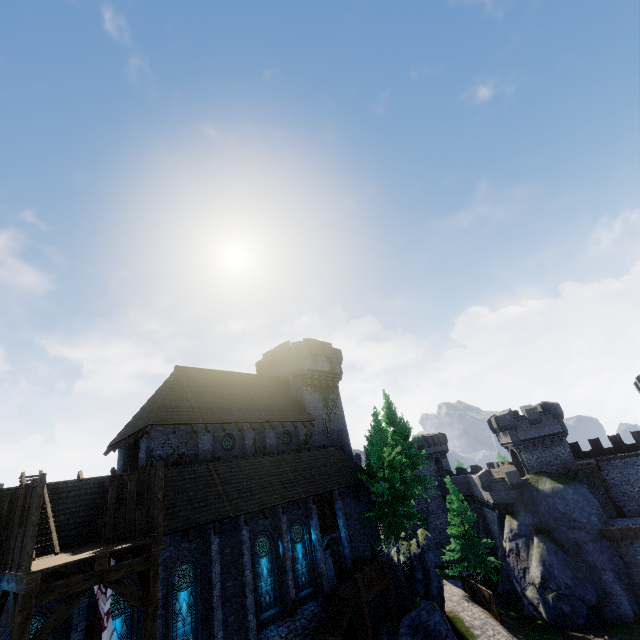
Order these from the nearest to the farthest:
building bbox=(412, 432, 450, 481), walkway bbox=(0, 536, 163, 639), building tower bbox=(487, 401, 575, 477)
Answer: walkway bbox=(0, 536, 163, 639) < building tower bbox=(487, 401, 575, 477) < building bbox=(412, 432, 450, 481)

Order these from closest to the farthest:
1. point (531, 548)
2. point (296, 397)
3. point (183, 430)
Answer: point (183, 430) → point (531, 548) → point (296, 397)

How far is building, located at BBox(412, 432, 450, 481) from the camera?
51.7m

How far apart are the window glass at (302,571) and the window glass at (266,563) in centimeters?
153cm

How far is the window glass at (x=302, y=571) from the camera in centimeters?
2061cm

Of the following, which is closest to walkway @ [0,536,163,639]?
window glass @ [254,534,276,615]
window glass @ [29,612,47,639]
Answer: window glass @ [29,612,47,639]

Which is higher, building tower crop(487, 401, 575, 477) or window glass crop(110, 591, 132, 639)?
building tower crop(487, 401, 575, 477)

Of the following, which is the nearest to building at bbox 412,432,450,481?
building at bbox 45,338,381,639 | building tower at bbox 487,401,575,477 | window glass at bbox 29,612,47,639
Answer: building tower at bbox 487,401,575,477
